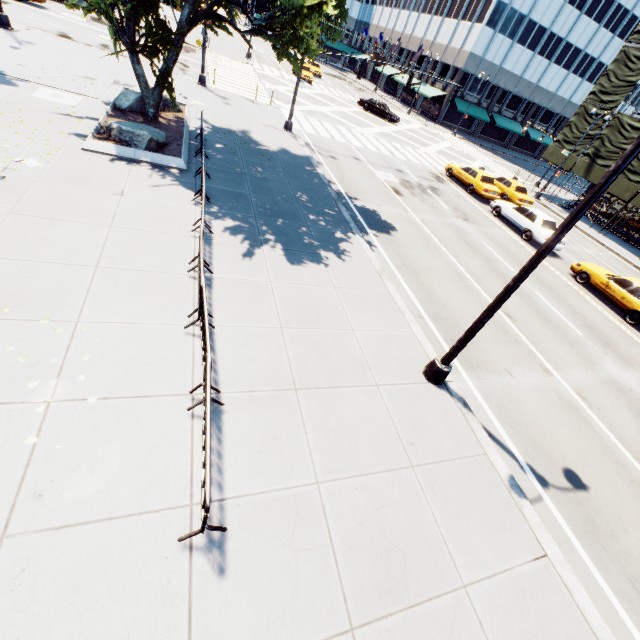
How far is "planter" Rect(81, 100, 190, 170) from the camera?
10.72m

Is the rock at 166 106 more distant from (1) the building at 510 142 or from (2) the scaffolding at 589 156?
(1) the building at 510 142

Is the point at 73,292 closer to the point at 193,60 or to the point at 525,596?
the point at 525,596

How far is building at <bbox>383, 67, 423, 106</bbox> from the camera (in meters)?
53.50

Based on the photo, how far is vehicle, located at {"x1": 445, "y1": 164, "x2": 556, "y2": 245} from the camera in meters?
18.7 m

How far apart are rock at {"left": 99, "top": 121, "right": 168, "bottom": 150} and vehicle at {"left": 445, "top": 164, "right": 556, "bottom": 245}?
19.2 meters

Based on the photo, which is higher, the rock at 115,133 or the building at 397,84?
the building at 397,84

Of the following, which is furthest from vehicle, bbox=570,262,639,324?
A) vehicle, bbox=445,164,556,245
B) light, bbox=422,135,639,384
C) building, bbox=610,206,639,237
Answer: building, bbox=610,206,639,237
